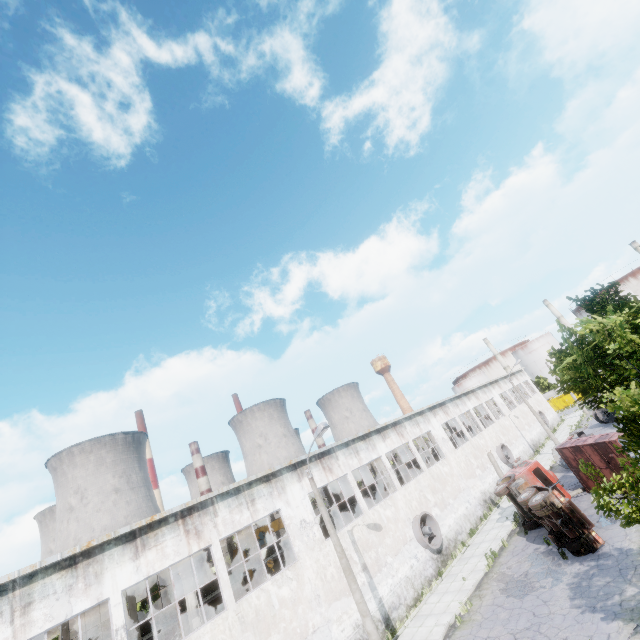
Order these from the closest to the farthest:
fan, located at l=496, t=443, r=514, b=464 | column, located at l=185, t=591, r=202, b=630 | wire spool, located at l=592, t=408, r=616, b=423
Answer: column, located at l=185, t=591, r=202, b=630 → fan, located at l=496, t=443, r=514, b=464 → wire spool, located at l=592, t=408, r=616, b=423

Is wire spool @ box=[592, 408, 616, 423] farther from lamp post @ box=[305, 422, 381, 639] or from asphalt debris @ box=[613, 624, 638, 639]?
lamp post @ box=[305, 422, 381, 639]

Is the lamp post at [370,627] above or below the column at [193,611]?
below

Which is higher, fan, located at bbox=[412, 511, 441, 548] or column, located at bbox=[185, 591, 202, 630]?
column, located at bbox=[185, 591, 202, 630]

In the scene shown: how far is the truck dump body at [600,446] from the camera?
18.9m

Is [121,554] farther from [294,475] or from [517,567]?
[517,567]

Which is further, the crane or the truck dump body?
the crane

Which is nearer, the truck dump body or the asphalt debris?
the asphalt debris
